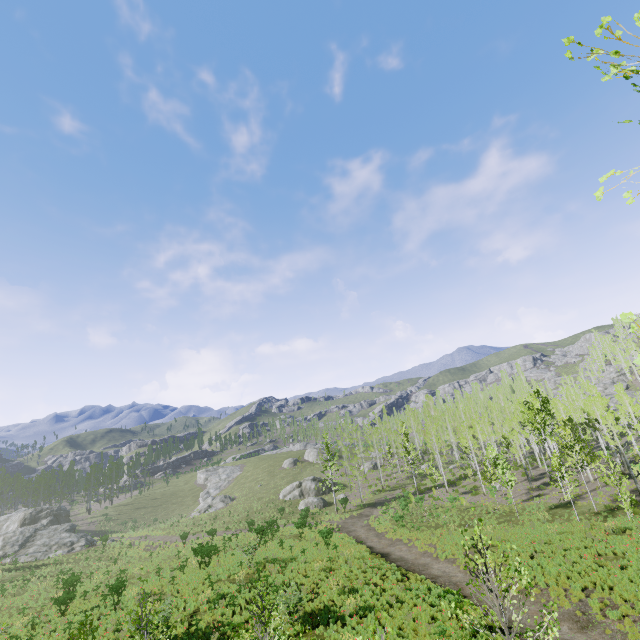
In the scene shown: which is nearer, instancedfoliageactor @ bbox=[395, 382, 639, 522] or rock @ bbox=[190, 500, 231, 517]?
instancedfoliageactor @ bbox=[395, 382, 639, 522]

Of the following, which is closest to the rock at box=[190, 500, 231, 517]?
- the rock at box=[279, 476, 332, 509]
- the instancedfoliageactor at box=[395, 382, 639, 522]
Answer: the rock at box=[279, 476, 332, 509]

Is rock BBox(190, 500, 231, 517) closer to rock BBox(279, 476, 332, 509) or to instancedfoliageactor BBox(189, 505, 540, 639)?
rock BBox(279, 476, 332, 509)

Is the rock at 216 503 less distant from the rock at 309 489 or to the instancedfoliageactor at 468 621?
the rock at 309 489

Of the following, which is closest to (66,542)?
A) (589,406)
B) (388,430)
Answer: (388,430)

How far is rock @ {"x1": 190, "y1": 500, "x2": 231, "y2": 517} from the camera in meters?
57.4

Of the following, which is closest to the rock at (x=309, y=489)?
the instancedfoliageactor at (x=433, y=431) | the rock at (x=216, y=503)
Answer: the instancedfoliageactor at (x=433, y=431)

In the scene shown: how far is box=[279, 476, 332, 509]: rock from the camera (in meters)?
48.12
